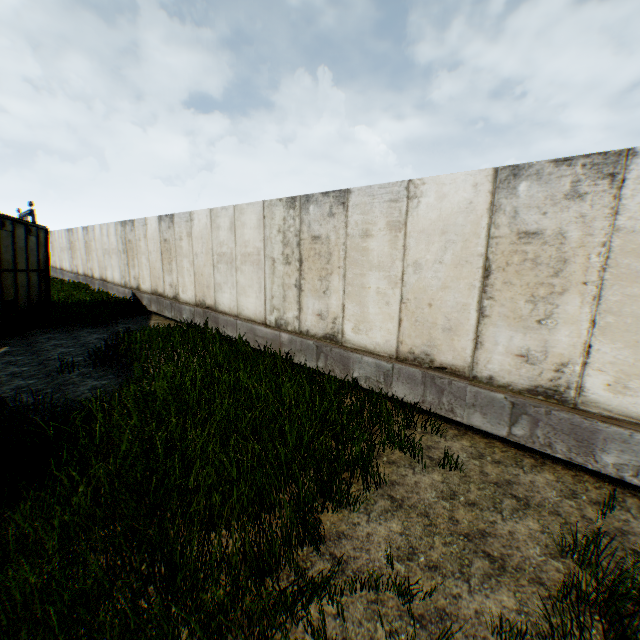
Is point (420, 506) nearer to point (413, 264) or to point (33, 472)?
point (413, 264)
